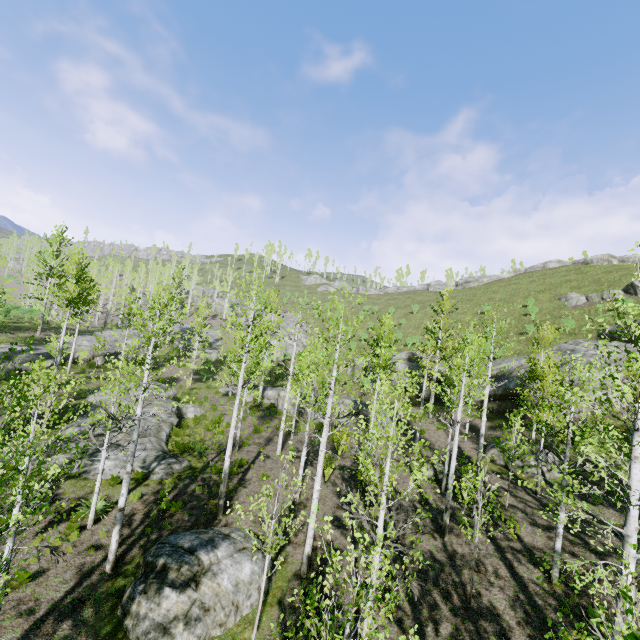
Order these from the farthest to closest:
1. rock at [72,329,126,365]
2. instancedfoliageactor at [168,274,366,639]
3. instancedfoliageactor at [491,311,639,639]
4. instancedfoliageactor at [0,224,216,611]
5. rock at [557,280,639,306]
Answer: rock at [557,280,639,306], rock at [72,329,126,365], instancedfoliageactor at [168,274,366,639], instancedfoliageactor at [491,311,639,639], instancedfoliageactor at [0,224,216,611]

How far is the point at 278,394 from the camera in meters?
32.2

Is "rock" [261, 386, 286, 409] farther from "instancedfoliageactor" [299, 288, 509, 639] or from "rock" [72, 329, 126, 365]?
"rock" [72, 329, 126, 365]

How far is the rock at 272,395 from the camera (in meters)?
31.52

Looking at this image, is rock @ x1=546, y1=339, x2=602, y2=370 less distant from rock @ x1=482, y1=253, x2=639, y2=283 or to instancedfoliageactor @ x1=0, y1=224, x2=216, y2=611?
instancedfoliageactor @ x1=0, y1=224, x2=216, y2=611

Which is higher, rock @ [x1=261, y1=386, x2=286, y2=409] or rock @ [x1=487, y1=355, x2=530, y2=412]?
rock @ [x1=487, y1=355, x2=530, y2=412]

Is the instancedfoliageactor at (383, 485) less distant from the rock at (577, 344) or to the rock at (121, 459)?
the rock at (121, 459)

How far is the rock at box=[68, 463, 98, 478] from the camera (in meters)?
14.82
